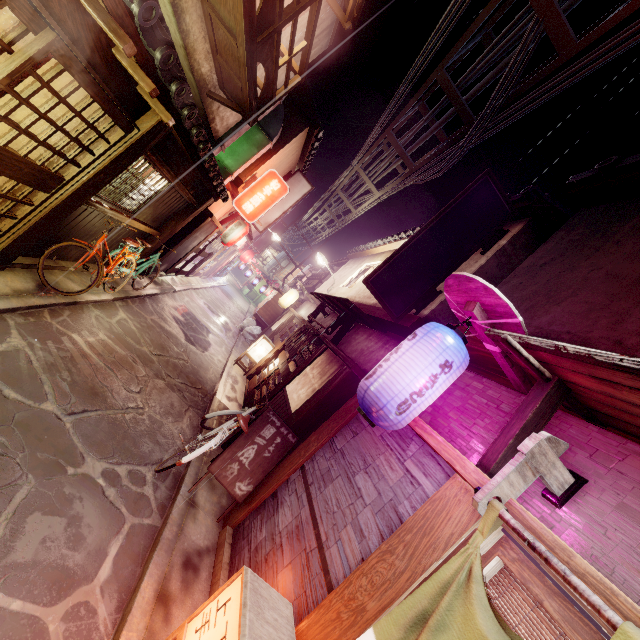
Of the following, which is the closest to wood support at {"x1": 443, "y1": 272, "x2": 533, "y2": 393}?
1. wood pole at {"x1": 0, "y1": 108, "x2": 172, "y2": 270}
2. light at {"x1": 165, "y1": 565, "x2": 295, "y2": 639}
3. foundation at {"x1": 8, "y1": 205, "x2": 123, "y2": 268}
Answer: light at {"x1": 165, "y1": 565, "x2": 295, "y2": 639}

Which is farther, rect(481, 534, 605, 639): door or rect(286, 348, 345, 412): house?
rect(286, 348, 345, 412): house

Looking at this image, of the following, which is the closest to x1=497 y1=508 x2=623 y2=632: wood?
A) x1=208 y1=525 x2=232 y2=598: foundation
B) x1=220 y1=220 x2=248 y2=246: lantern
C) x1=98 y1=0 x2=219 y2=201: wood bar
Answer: x1=208 y1=525 x2=232 y2=598: foundation

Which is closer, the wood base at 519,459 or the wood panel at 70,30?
the wood base at 519,459

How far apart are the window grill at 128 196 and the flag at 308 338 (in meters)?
8.81

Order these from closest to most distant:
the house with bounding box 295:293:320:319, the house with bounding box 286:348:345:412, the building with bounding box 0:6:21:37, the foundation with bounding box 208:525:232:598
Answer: the foundation with bounding box 208:525:232:598 < the building with bounding box 0:6:21:37 < the house with bounding box 286:348:345:412 < the house with bounding box 295:293:320:319

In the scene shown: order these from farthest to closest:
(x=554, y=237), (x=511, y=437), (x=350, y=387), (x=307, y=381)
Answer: (x=307, y=381) → (x=350, y=387) → (x=554, y=237) → (x=511, y=437)

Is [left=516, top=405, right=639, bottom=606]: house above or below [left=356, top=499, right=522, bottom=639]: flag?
above
